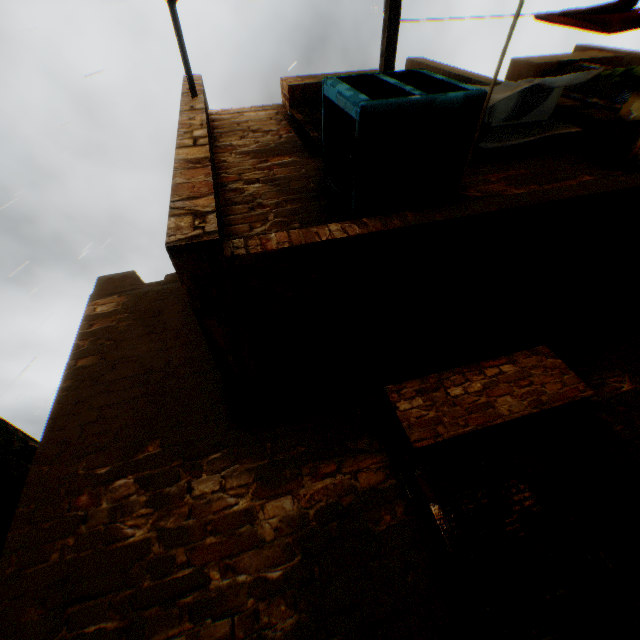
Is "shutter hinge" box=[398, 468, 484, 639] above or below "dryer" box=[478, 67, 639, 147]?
below

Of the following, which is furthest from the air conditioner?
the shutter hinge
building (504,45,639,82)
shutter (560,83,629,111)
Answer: the shutter hinge

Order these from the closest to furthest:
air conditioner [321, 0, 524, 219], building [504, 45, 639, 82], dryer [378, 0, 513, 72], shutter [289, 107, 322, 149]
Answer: air conditioner [321, 0, 524, 219], dryer [378, 0, 513, 72], shutter [289, 107, 322, 149], building [504, 45, 639, 82]

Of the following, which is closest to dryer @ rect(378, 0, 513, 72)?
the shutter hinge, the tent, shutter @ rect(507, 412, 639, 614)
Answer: the tent

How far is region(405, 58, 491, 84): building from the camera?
4.3 meters

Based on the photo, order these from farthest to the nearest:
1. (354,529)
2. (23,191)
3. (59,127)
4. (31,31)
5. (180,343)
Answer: (31,31) → (23,191) → (59,127) → (180,343) → (354,529)

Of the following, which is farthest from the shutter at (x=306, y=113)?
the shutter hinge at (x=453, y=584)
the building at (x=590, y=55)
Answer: the shutter hinge at (x=453, y=584)

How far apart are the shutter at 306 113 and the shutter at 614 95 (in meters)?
1.30
